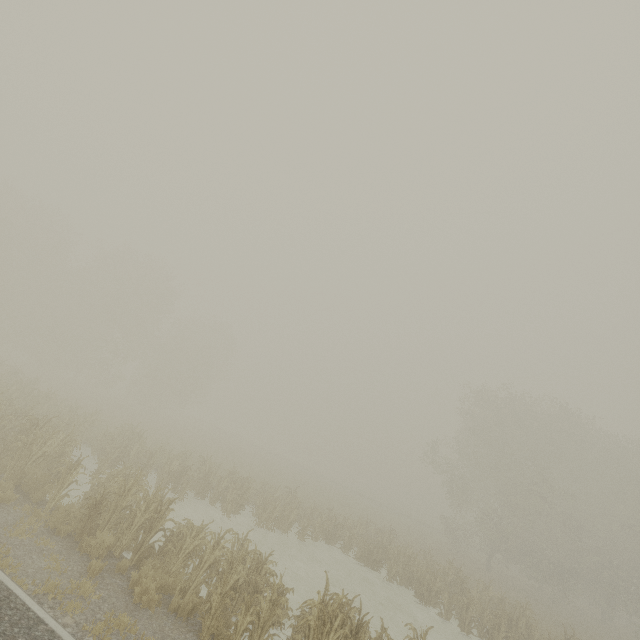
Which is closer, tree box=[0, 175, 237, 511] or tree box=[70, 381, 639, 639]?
tree box=[70, 381, 639, 639]

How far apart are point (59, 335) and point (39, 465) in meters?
29.7 m

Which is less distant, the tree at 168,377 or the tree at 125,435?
the tree at 125,435
